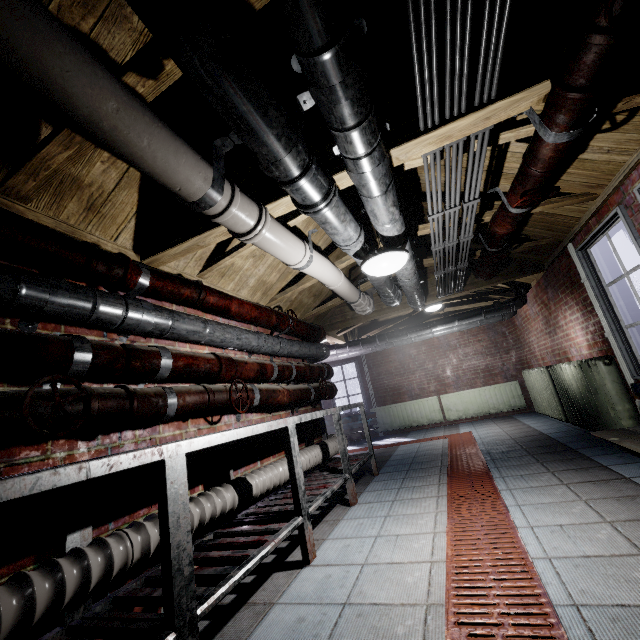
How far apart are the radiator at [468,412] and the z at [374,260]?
5.6m

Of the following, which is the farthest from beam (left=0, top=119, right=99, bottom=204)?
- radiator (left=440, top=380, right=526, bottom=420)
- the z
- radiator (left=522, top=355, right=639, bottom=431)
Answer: radiator (left=440, top=380, right=526, bottom=420)

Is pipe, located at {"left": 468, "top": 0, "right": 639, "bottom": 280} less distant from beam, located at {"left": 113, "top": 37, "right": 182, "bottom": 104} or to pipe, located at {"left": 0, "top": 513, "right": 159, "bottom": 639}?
beam, located at {"left": 113, "top": 37, "right": 182, "bottom": 104}

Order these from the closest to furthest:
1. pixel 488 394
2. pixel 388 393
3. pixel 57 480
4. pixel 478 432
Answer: pixel 57 480 < pixel 478 432 < pixel 488 394 < pixel 388 393

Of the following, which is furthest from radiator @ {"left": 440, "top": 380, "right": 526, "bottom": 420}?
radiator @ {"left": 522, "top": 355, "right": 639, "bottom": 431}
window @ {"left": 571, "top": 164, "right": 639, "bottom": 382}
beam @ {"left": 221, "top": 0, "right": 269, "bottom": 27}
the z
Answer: beam @ {"left": 221, "top": 0, "right": 269, "bottom": 27}

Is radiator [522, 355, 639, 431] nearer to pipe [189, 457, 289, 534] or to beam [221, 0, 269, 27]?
pipe [189, 457, 289, 534]

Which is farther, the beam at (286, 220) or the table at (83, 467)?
the beam at (286, 220)

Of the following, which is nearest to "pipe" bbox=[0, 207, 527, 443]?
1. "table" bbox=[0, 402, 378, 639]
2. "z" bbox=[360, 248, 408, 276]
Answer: "table" bbox=[0, 402, 378, 639]
